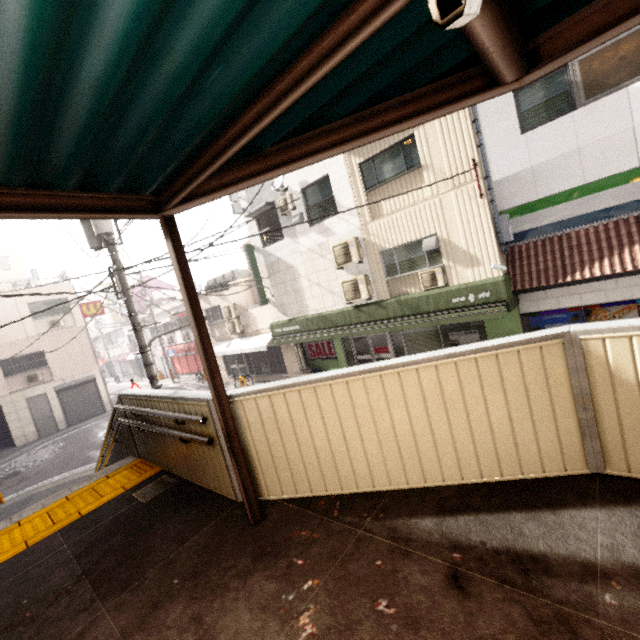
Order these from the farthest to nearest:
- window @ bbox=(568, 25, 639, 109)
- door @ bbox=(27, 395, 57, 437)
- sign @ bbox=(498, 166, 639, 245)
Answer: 1. door @ bbox=(27, 395, 57, 437)
2. sign @ bbox=(498, 166, 639, 245)
3. window @ bbox=(568, 25, 639, 109)

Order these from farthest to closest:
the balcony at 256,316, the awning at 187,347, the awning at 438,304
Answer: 1. the awning at 187,347
2. the balcony at 256,316
3. the awning at 438,304

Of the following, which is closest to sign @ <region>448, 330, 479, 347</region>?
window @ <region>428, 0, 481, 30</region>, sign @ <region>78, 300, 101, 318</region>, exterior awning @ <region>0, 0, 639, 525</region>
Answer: exterior awning @ <region>0, 0, 639, 525</region>

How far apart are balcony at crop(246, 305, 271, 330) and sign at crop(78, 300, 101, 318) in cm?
1176

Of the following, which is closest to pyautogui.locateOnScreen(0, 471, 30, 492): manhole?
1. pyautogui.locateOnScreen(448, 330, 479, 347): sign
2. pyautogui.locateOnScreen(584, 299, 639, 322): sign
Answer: pyautogui.locateOnScreen(448, 330, 479, 347): sign

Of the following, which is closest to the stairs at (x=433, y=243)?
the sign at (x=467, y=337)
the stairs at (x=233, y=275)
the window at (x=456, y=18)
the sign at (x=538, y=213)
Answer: the sign at (x=538, y=213)

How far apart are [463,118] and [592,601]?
10.0 meters

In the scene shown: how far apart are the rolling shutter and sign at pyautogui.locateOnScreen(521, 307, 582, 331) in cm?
2438
